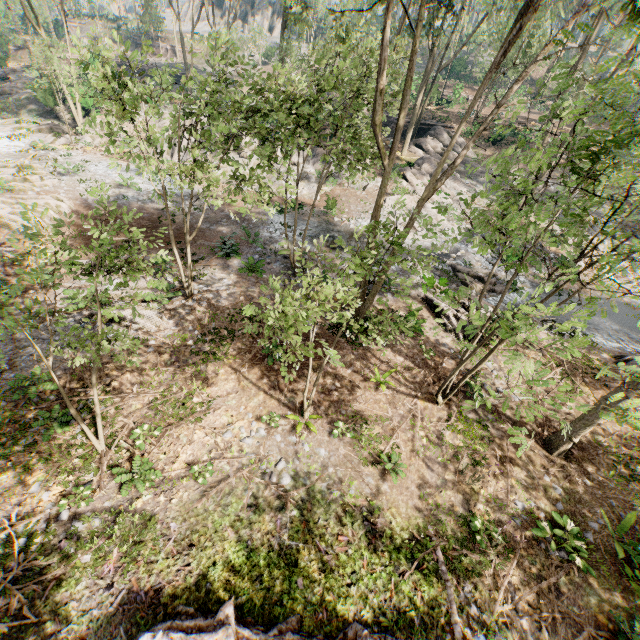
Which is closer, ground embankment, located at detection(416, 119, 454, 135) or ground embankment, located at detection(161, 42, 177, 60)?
ground embankment, located at detection(416, 119, 454, 135)

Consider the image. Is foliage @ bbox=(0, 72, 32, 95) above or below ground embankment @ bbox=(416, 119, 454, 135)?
below

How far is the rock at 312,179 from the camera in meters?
25.8

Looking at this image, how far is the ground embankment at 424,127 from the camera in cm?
3241

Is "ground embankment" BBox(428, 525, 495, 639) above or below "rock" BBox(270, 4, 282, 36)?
below

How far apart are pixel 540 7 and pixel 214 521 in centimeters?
4224cm

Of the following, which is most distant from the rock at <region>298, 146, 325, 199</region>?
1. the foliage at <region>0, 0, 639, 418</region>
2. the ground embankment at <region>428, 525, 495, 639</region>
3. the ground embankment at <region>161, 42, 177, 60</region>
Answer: the ground embankment at <region>161, 42, 177, 60</region>

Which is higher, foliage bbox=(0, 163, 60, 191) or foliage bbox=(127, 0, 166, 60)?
foliage bbox=(127, 0, 166, 60)
